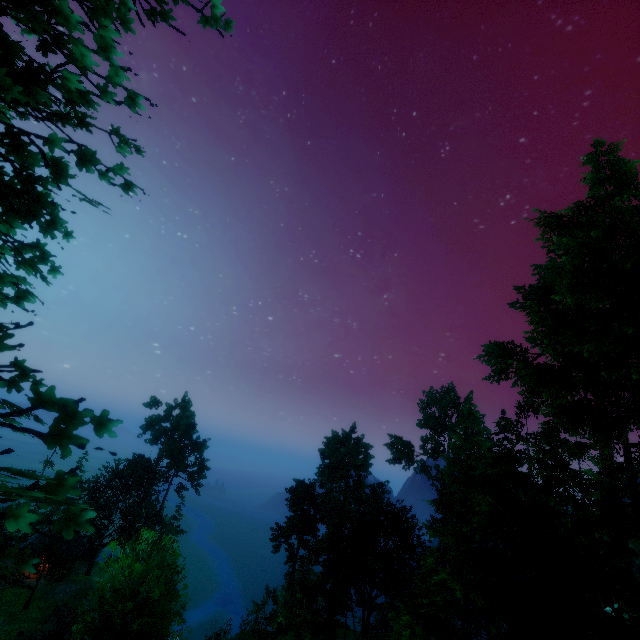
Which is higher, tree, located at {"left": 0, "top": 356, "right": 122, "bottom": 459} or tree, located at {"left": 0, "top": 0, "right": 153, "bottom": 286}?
tree, located at {"left": 0, "top": 0, "right": 153, "bottom": 286}

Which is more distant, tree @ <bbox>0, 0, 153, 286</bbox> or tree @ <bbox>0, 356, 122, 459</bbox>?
tree @ <bbox>0, 0, 153, 286</bbox>

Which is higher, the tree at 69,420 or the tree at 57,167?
the tree at 57,167

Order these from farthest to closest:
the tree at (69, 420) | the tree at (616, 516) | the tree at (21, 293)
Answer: the tree at (616, 516) → the tree at (21, 293) → the tree at (69, 420)

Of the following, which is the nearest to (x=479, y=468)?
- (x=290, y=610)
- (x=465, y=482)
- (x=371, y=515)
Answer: (x=465, y=482)
